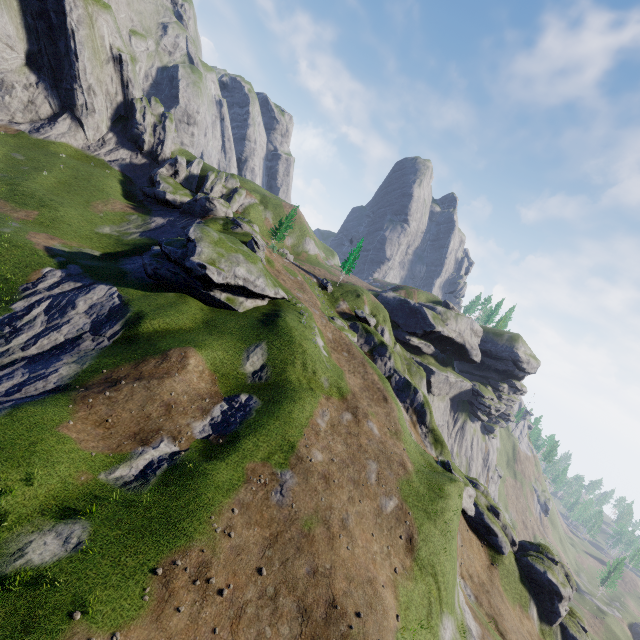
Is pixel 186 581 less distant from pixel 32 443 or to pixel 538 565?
pixel 32 443
